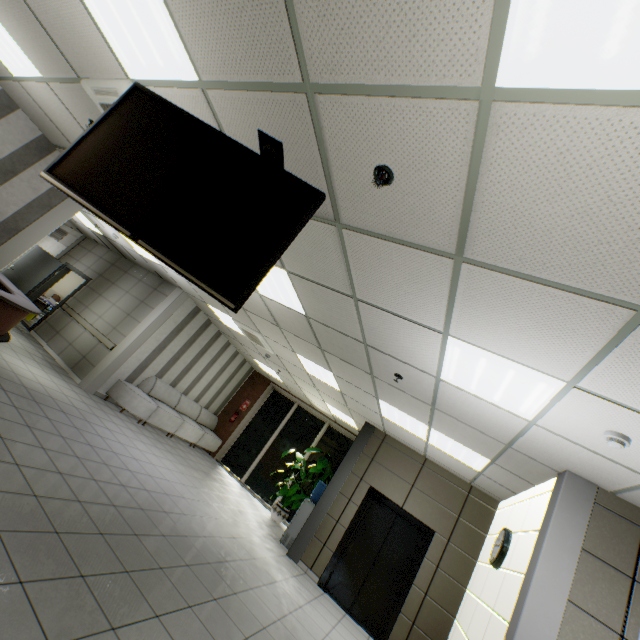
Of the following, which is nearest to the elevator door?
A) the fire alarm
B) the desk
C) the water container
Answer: the water container

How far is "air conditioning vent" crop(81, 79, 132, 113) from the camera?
2.90m

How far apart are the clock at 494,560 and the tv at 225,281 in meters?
5.3 m

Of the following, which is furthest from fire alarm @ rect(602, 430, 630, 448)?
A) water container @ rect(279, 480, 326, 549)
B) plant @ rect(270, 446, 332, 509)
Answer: plant @ rect(270, 446, 332, 509)

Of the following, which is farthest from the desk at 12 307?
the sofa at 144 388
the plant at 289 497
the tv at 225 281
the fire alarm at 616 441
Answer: the plant at 289 497

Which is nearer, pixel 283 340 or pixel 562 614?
pixel 562 614

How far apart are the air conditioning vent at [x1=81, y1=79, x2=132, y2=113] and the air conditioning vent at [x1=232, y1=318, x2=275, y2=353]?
4.0 meters

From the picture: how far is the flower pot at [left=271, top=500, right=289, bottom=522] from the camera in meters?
8.8 m
